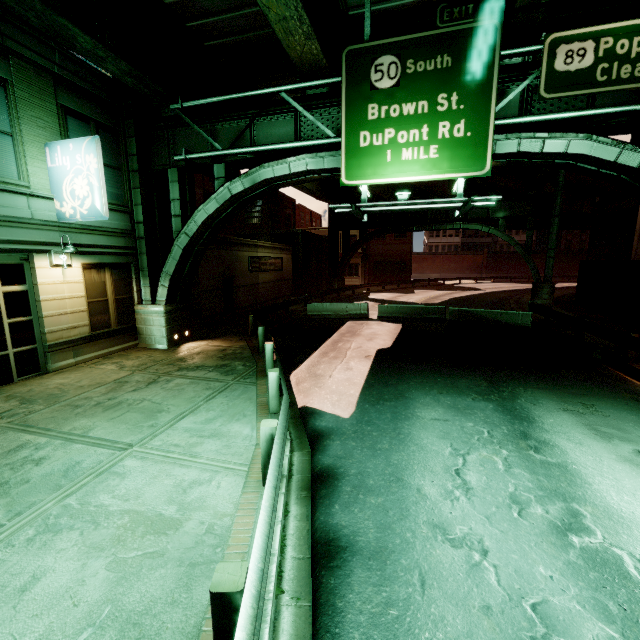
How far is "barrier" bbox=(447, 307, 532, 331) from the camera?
→ 16.53m

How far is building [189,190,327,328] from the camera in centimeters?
1801cm

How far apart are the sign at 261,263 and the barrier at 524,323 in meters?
13.1 m

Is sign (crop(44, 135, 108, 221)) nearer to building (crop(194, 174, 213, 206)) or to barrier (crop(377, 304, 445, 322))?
building (crop(194, 174, 213, 206))

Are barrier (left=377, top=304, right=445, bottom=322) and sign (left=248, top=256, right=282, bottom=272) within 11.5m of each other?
yes

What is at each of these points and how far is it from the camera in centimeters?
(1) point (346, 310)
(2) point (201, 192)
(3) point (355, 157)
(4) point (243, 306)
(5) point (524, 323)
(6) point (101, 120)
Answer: (1) barrier, 2066cm
(2) building, 3141cm
(3) sign, 956cm
(4) building, 2170cm
(5) barrier, 1655cm
(6) building, 1137cm

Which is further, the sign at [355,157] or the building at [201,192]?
the building at [201,192]

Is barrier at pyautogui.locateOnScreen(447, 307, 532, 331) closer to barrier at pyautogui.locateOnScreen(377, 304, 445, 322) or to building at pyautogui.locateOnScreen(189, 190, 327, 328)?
barrier at pyautogui.locateOnScreen(377, 304, 445, 322)
